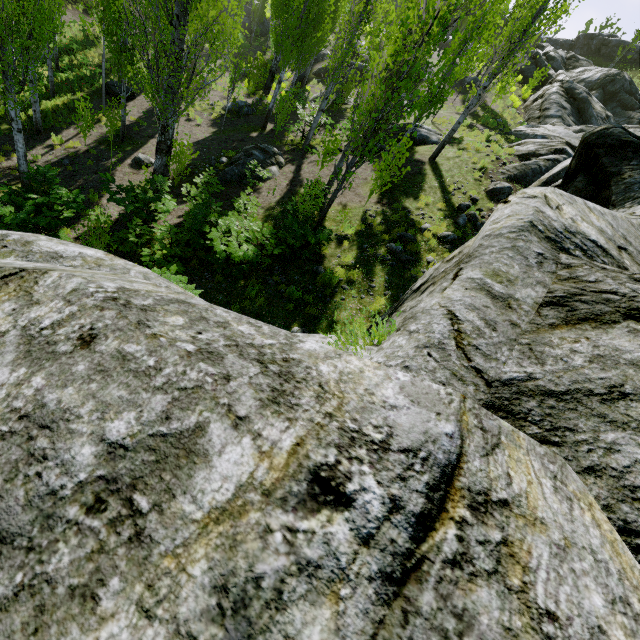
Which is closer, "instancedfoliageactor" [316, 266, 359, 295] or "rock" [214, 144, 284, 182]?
"instancedfoliageactor" [316, 266, 359, 295]

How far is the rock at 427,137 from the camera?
15.95m

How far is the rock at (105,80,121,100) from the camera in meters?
18.6 m

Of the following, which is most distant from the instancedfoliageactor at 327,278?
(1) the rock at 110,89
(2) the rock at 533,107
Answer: (1) the rock at 110,89

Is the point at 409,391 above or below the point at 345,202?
above

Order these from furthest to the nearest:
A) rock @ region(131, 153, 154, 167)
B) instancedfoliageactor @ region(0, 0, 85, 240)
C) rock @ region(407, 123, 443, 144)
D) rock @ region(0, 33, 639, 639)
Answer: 1. rock @ region(407, 123, 443, 144)
2. rock @ region(131, 153, 154, 167)
3. instancedfoliageactor @ region(0, 0, 85, 240)
4. rock @ region(0, 33, 639, 639)

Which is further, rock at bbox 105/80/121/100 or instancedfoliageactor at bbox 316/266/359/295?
rock at bbox 105/80/121/100

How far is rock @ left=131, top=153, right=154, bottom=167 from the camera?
14.0m
